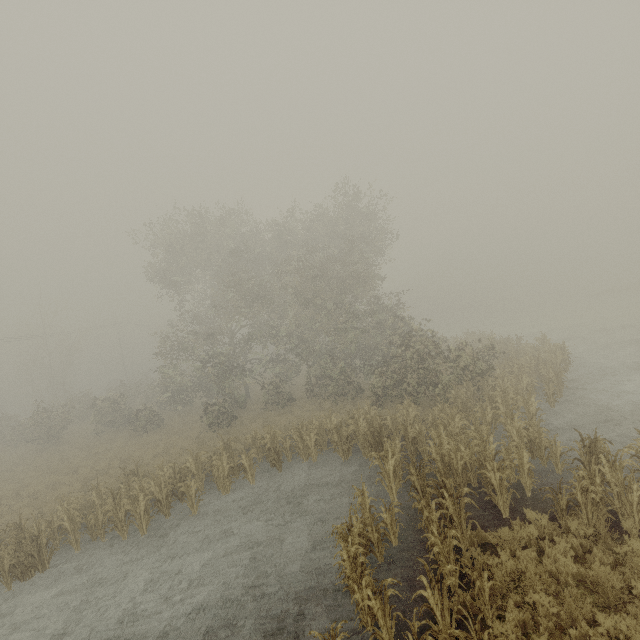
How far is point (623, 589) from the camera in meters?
6.0 m
